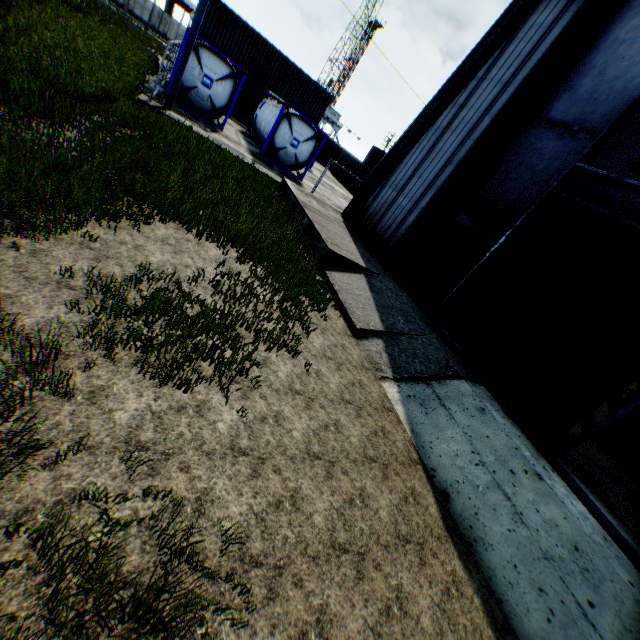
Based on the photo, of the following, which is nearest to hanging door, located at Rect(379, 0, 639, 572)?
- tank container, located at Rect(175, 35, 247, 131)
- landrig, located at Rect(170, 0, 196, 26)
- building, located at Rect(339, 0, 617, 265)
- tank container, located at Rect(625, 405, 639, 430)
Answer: building, located at Rect(339, 0, 617, 265)

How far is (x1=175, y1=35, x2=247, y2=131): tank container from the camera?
15.13m

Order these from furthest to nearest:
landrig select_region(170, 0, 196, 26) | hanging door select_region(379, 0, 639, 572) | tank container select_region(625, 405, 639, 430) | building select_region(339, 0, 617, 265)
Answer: landrig select_region(170, 0, 196, 26), tank container select_region(625, 405, 639, 430), building select_region(339, 0, 617, 265), hanging door select_region(379, 0, 639, 572)

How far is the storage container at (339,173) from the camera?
34.7m

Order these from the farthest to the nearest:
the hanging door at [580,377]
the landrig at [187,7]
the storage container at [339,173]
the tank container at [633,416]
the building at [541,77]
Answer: the landrig at [187,7] → the storage container at [339,173] → the tank container at [633,416] → the building at [541,77] → the hanging door at [580,377]

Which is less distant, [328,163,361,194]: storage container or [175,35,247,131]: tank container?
[175,35,247,131]: tank container

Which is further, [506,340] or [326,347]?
[506,340]
